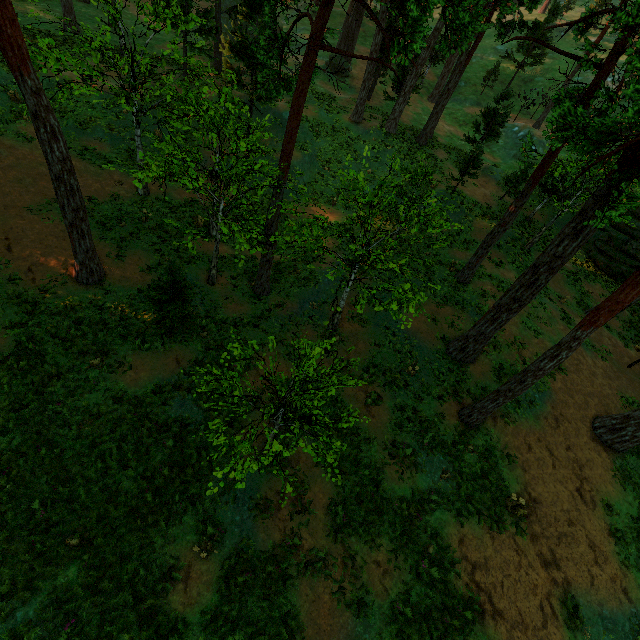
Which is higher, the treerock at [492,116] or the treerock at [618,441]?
the treerock at [492,116]

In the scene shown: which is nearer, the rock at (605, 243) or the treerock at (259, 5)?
the treerock at (259, 5)

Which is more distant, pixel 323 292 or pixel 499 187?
pixel 499 187

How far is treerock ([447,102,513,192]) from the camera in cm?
2253

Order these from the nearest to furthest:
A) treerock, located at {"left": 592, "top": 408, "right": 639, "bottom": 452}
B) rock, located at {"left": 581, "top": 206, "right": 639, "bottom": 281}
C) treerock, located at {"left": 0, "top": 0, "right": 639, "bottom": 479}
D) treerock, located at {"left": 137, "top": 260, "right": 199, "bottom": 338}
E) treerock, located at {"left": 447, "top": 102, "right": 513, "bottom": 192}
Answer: treerock, located at {"left": 0, "top": 0, "right": 639, "bottom": 479} < treerock, located at {"left": 137, "top": 260, "right": 199, "bottom": 338} < treerock, located at {"left": 592, "top": 408, "right": 639, "bottom": 452} < treerock, located at {"left": 447, "top": 102, "right": 513, "bottom": 192} < rock, located at {"left": 581, "top": 206, "right": 639, "bottom": 281}

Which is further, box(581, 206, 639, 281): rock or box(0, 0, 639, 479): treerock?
box(581, 206, 639, 281): rock

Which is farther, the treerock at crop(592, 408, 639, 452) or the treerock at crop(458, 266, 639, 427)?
the treerock at crop(592, 408, 639, 452)
